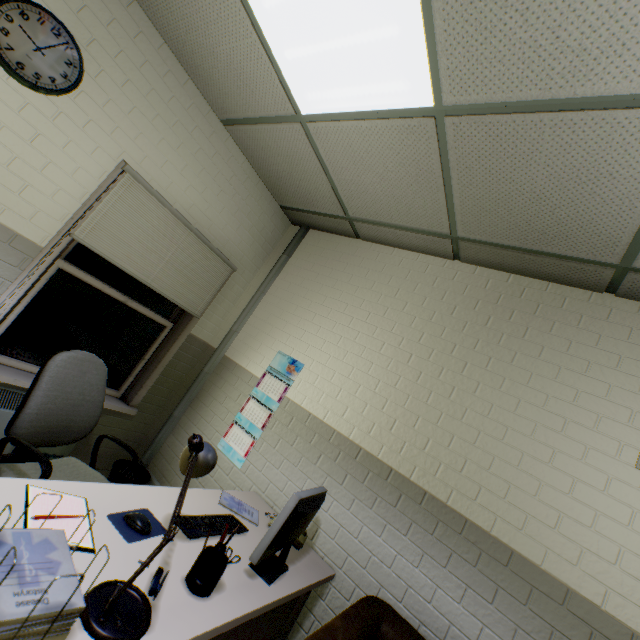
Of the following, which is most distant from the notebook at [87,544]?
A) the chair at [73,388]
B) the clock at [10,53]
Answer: the clock at [10,53]

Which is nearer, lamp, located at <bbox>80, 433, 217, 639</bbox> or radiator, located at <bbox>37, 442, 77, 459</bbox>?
lamp, located at <bbox>80, 433, 217, 639</bbox>

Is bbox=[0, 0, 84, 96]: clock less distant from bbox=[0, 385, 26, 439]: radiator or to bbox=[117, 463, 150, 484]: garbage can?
bbox=[0, 385, 26, 439]: radiator

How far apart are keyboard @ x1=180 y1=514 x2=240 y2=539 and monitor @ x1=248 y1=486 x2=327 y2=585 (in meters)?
0.17

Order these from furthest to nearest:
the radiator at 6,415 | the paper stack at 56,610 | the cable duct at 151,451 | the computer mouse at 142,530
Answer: the cable duct at 151,451
the radiator at 6,415
the computer mouse at 142,530
the paper stack at 56,610

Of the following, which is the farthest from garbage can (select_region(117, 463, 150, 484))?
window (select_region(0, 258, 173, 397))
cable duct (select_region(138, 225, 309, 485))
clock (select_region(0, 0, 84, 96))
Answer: clock (select_region(0, 0, 84, 96))

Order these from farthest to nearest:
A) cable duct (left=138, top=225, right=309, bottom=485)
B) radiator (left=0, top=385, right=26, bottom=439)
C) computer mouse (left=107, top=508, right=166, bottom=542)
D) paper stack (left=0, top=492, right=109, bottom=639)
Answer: cable duct (left=138, top=225, right=309, bottom=485) < radiator (left=0, top=385, right=26, bottom=439) < computer mouse (left=107, top=508, right=166, bottom=542) < paper stack (left=0, top=492, right=109, bottom=639)

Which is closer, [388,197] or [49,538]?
[49,538]
